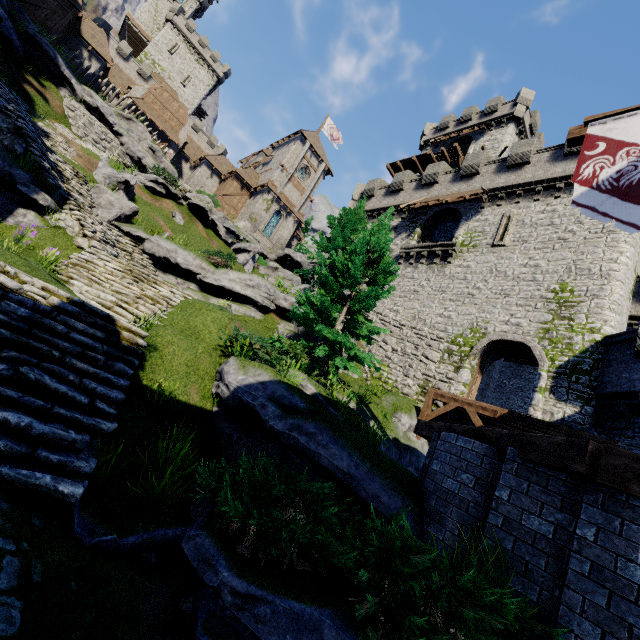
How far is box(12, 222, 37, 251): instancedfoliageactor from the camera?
8.45m

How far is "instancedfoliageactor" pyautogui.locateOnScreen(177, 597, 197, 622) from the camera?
3.8 meters

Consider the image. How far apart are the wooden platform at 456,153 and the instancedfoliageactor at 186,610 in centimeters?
3710cm

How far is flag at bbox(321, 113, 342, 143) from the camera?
47.1 meters

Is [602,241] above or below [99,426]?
above

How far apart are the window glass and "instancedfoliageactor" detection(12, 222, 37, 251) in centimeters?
2156cm

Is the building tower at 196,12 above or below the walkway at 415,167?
above

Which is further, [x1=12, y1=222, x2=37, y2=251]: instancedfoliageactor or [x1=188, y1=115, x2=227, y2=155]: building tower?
[x1=188, y1=115, x2=227, y2=155]: building tower
